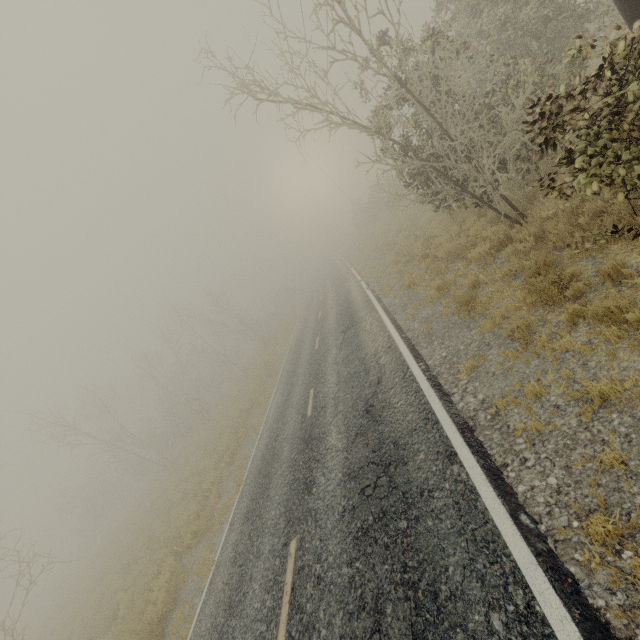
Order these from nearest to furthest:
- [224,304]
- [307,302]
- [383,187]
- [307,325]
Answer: [307,325]
[307,302]
[224,304]
[383,187]

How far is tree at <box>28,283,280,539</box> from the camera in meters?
28.4

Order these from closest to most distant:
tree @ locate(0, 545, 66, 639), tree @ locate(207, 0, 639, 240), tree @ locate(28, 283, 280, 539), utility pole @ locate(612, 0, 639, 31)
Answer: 1. tree @ locate(207, 0, 639, 240)
2. utility pole @ locate(612, 0, 639, 31)
3. tree @ locate(0, 545, 66, 639)
4. tree @ locate(28, 283, 280, 539)

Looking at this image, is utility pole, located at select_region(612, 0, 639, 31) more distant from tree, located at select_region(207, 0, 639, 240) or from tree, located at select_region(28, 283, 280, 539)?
tree, located at select_region(28, 283, 280, 539)

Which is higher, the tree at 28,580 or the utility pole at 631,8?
the tree at 28,580

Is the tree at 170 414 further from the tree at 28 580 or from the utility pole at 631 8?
the utility pole at 631 8

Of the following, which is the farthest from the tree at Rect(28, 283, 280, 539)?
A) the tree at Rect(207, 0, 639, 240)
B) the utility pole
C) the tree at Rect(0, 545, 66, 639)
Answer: the utility pole

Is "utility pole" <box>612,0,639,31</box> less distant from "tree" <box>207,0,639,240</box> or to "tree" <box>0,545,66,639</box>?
"tree" <box>207,0,639,240</box>
